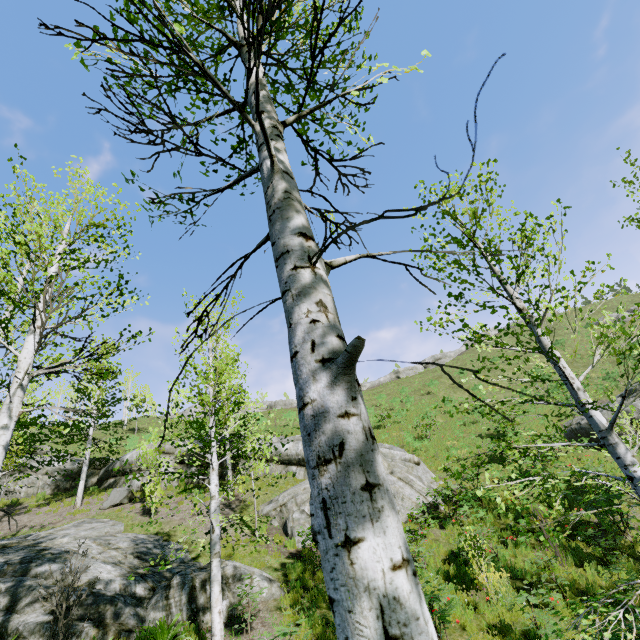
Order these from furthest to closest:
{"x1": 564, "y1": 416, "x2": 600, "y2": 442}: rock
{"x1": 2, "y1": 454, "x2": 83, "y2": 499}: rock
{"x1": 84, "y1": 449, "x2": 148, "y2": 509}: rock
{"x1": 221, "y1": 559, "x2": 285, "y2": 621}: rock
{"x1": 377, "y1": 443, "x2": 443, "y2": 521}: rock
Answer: {"x1": 2, "y1": 454, "x2": 83, "y2": 499}: rock, {"x1": 564, "y1": 416, "x2": 600, "y2": 442}: rock, {"x1": 84, "y1": 449, "x2": 148, "y2": 509}: rock, {"x1": 377, "y1": 443, "x2": 443, "y2": 521}: rock, {"x1": 221, "y1": 559, "x2": 285, "y2": 621}: rock

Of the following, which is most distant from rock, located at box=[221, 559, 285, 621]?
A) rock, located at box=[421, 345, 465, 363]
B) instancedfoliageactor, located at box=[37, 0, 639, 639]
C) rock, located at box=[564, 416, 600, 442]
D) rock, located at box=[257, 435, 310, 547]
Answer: rock, located at box=[421, 345, 465, 363]

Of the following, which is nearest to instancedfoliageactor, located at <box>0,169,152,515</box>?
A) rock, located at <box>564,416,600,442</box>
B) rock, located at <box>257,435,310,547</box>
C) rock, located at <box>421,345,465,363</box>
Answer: rock, located at <box>257,435,310,547</box>

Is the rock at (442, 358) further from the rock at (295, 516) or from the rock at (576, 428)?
the rock at (576, 428)

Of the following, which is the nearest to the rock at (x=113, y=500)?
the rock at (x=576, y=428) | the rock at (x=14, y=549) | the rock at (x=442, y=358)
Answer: A: the rock at (x=14, y=549)

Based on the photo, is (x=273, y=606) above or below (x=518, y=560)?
above

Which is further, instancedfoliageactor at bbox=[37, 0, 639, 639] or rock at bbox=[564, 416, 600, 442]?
rock at bbox=[564, 416, 600, 442]

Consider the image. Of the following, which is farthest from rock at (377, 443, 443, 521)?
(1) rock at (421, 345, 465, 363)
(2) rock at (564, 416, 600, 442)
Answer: (1) rock at (421, 345, 465, 363)
